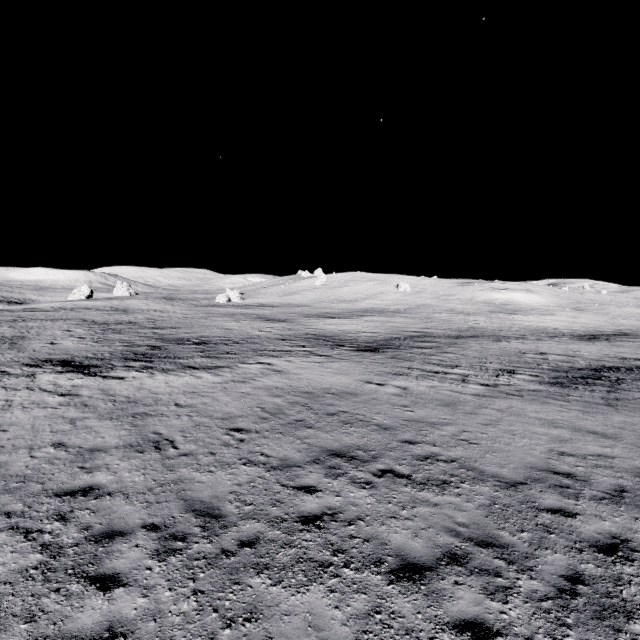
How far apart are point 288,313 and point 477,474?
47.7 meters
